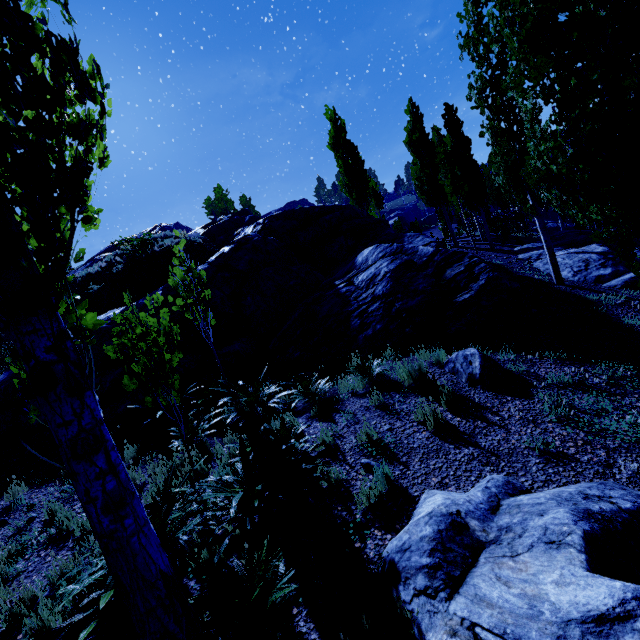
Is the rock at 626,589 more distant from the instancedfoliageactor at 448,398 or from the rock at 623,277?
the rock at 623,277

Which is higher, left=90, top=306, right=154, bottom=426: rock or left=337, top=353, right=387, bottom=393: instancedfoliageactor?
left=90, top=306, right=154, bottom=426: rock

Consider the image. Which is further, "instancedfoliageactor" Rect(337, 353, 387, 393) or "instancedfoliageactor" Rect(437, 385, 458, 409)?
"instancedfoliageactor" Rect(337, 353, 387, 393)

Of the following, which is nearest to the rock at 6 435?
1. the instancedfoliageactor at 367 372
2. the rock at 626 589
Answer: the instancedfoliageactor at 367 372

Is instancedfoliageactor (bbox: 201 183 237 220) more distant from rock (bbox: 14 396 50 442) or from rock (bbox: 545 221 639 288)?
rock (bbox: 545 221 639 288)

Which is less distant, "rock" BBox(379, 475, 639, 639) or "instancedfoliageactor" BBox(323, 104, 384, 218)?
"rock" BBox(379, 475, 639, 639)

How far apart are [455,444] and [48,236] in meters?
4.8

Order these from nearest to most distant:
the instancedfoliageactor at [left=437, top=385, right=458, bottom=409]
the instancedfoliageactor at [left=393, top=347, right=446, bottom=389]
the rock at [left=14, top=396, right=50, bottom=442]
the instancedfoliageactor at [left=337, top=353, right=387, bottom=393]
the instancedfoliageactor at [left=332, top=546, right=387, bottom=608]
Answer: the instancedfoliageactor at [left=332, top=546, right=387, bottom=608], the instancedfoliageactor at [left=437, top=385, right=458, bottom=409], the instancedfoliageactor at [left=393, top=347, right=446, bottom=389], the instancedfoliageactor at [left=337, top=353, right=387, bottom=393], the rock at [left=14, top=396, right=50, bottom=442]
